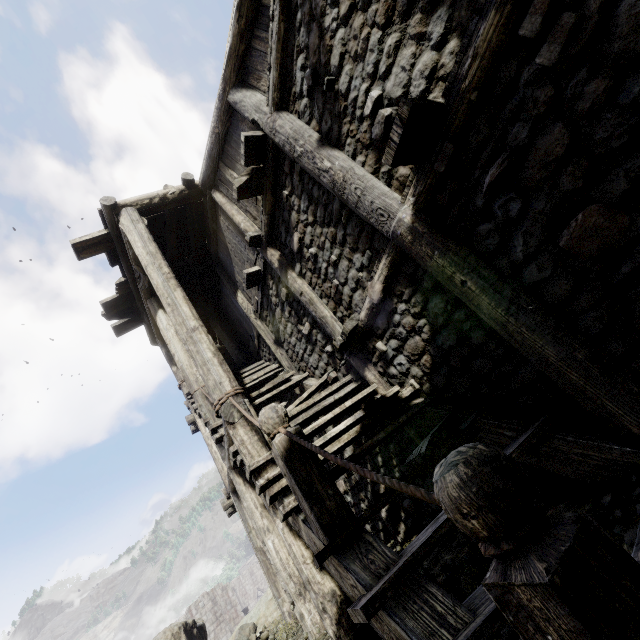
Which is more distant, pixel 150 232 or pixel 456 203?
pixel 150 232
